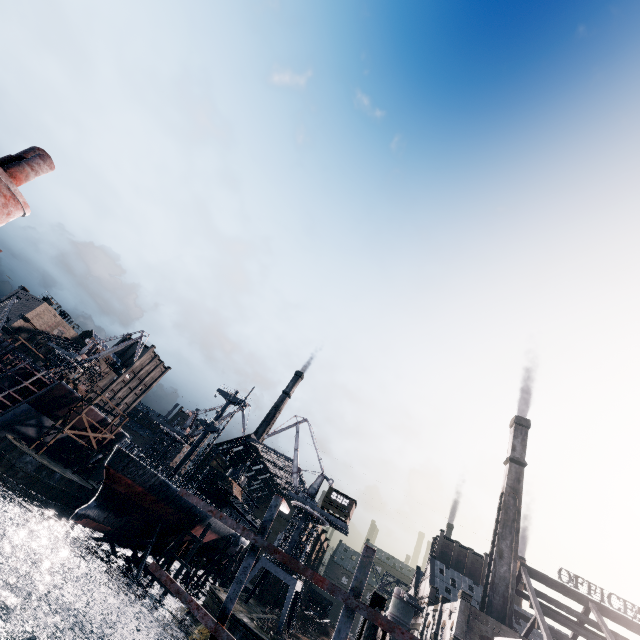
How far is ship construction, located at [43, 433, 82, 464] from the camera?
54.3 meters

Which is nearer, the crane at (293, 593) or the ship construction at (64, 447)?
the crane at (293, 593)

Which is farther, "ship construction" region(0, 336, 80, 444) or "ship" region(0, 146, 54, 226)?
"ship construction" region(0, 336, 80, 444)

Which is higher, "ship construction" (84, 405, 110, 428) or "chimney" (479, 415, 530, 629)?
"chimney" (479, 415, 530, 629)

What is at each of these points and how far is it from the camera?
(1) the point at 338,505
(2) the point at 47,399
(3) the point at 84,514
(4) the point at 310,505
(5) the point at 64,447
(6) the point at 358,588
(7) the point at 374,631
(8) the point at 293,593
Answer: (1) building, 49.9 meters
(2) ship construction, 50.3 meters
(3) ship, 35.2 meters
(4) crane, 50.0 meters
(5) ship construction, 55.8 meters
(6) ship construction, 5.4 meters
(7) wooden scaffolding, 7.4 meters
(8) crane, 42.9 meters

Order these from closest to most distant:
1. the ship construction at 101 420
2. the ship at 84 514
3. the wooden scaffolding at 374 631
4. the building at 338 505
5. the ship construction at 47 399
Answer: the wooden scaffolding at 374 631, the ship at 84 514, the ship construction at 47 399, the building at 338 505, the ship construction at 101 420

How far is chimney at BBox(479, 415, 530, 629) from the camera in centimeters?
4188cm

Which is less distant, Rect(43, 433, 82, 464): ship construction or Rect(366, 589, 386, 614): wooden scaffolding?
Rect(366, 589, 386, 614): wooden scaffolding
